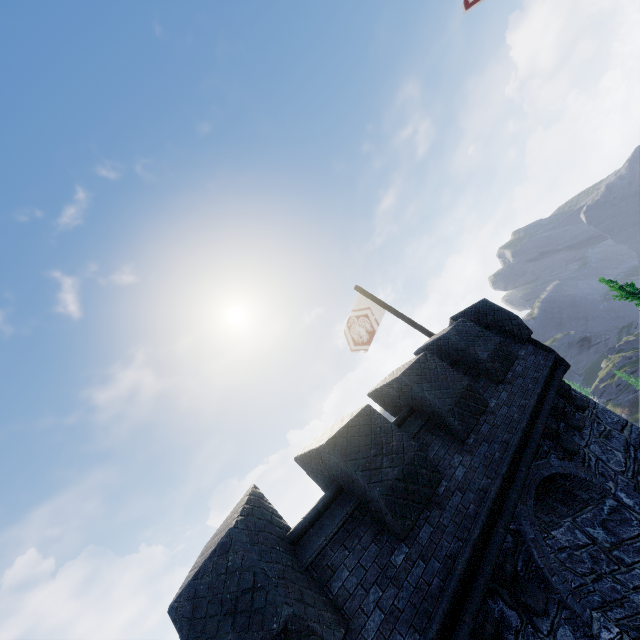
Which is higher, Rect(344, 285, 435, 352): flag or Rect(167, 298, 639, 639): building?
Rect(344, 285, 435, 352): flag

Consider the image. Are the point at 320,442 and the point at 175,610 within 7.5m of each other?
yes

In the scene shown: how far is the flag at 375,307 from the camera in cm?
1205

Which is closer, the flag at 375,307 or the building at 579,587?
the building at 579,587

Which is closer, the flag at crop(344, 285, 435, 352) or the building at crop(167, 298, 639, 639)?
the building at crop(167, 298, 639, 639)

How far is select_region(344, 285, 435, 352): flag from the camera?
12.1m
